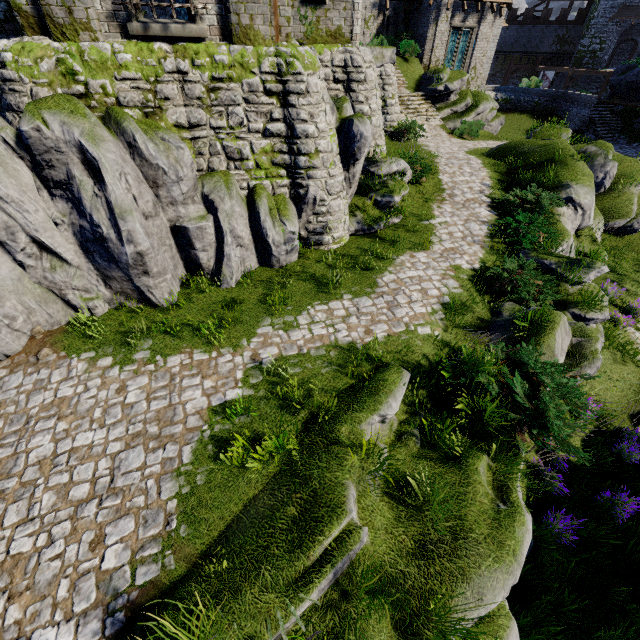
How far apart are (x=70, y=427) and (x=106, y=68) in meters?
7.9

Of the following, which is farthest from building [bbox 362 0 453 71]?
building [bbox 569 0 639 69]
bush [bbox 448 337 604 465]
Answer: building [bbox 569 0 639 69]

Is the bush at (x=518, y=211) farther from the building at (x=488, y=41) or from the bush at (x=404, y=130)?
the building at (x=488, y=41)

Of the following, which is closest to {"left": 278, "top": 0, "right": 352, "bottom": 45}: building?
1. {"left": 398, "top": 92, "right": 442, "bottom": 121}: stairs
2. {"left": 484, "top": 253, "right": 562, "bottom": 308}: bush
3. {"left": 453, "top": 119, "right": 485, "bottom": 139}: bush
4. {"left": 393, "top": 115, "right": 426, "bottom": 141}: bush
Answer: {"left": 398, "top": 92, "right": 442, "bottom": 121}: stairs

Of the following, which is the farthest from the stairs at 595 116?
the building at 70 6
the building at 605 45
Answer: the building at 605 45

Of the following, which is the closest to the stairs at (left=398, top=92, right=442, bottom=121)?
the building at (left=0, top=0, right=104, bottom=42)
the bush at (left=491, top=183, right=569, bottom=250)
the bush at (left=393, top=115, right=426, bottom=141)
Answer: the bush at (left=393, top=115, right=426, bottom=141)

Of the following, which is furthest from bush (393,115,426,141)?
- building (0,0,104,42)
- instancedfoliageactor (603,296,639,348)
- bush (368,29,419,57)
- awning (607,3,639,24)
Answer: awning (607,3,639,24)

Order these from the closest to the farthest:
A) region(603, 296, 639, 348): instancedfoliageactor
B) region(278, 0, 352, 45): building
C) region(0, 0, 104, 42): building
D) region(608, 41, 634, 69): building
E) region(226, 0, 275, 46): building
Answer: region(0, 0, 104, 42): building
region(226, 0, 275, 46): building
region(278, 0, 352, 45): building
region(603, 296, 639, 348): instancedfoliageactor
region(608, 41, 634, 69): building
